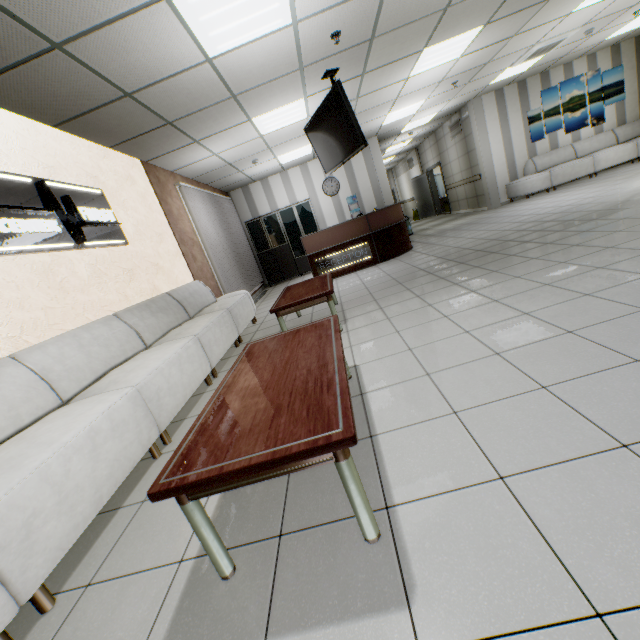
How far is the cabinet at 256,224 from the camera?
10.1 meters

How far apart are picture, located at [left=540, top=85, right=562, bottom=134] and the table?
11.1 meters

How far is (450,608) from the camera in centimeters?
100cm

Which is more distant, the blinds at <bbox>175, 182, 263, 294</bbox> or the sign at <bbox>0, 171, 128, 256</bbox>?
the blinds at <bbox>175, 182, 263, 294</bbox>

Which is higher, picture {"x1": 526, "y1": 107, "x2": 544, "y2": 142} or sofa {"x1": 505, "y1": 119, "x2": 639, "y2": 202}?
picture {"x1": 526, "y1": 107, "x2": 544, "y2": 142}

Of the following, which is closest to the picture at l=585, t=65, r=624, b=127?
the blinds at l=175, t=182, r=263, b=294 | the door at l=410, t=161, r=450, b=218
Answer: the door at l=410, t=161, r=450, b=218

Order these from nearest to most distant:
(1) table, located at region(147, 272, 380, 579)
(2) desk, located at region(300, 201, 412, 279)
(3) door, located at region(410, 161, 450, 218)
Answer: (1) table, located at region(147, 272, 380, 579) → (2) desk, located at region(300, 201, 412, 279) → (3) door, located at region(410, 161, 450, 218)

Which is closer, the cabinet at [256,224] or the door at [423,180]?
the cabinet at [256,224]
